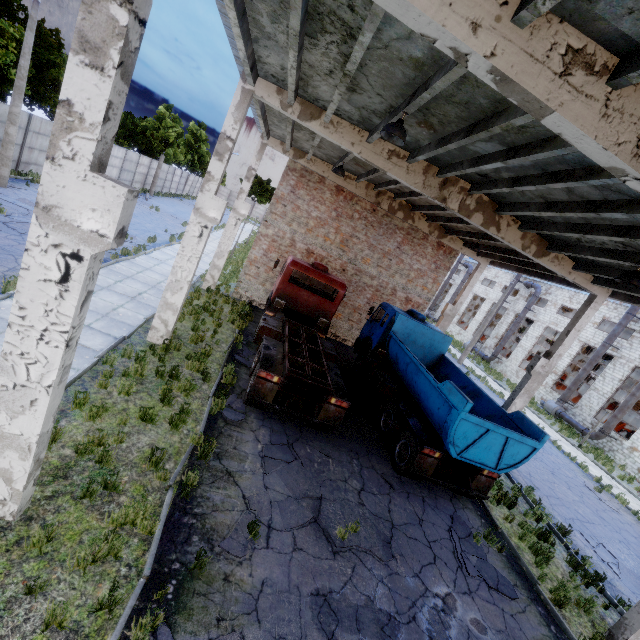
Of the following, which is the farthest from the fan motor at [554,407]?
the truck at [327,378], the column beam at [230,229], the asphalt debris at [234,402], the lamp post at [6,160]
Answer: the lamp post at [6,160]

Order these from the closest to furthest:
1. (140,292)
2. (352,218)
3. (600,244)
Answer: (600,244) → (140,292) → (352,218)

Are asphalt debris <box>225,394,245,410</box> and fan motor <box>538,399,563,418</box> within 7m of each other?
no

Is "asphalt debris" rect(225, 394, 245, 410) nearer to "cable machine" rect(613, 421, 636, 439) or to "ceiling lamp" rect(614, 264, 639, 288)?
"ceiling lamp" rect(614, 264, 639, 288)

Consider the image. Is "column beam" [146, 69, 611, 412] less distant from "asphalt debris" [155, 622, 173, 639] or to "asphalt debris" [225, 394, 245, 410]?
"asphalt debris" [225, 394, 245, 410]

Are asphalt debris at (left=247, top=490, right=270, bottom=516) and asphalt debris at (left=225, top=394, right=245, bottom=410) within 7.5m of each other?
yes

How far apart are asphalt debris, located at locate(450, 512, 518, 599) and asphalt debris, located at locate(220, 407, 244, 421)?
6.2m

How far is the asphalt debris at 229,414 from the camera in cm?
827
